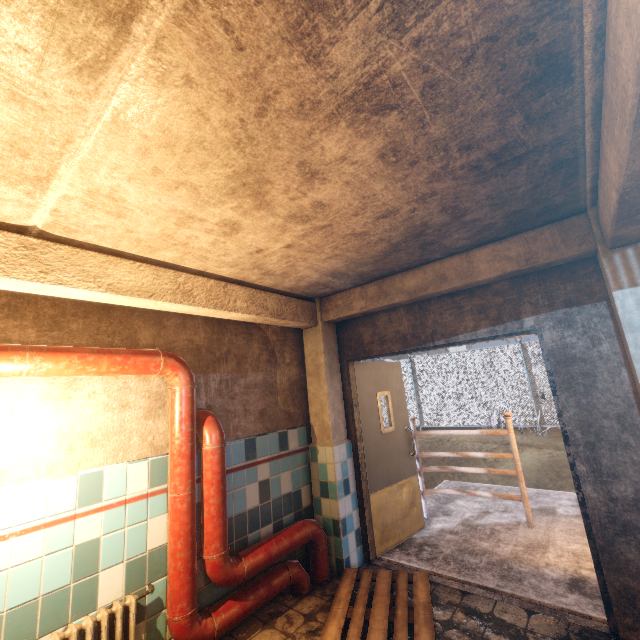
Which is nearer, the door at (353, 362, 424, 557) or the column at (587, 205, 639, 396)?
the column at (587, 205, 639, 396)

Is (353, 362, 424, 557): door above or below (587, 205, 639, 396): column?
below

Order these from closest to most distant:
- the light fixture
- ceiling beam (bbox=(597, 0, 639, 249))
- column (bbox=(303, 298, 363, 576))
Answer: ceiling beam (bbox=(597, 0, 639, 249)) → the light fixture → column (bbox=(303, 298, 363, 576))

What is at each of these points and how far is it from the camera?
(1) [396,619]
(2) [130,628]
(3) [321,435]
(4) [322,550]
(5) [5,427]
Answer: (1) pallet, 2.4 meters
(2) radiator, 2.1 meters
(3) column, 3.7 meters
(4) pipe, 3.2 meters
(5) light fixture, 1.9 meters

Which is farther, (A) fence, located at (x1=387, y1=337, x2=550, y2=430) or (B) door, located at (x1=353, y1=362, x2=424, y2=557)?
(A) fence, located at (x1=387, y1=337, x2=550, y2=430)

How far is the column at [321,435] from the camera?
3.4 meters

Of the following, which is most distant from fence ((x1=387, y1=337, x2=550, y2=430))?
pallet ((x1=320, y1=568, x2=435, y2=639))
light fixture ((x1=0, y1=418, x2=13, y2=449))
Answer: pallet ((x1=320, y1=568, x2=435, y2=639))

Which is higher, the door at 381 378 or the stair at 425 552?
the door at 381 378
